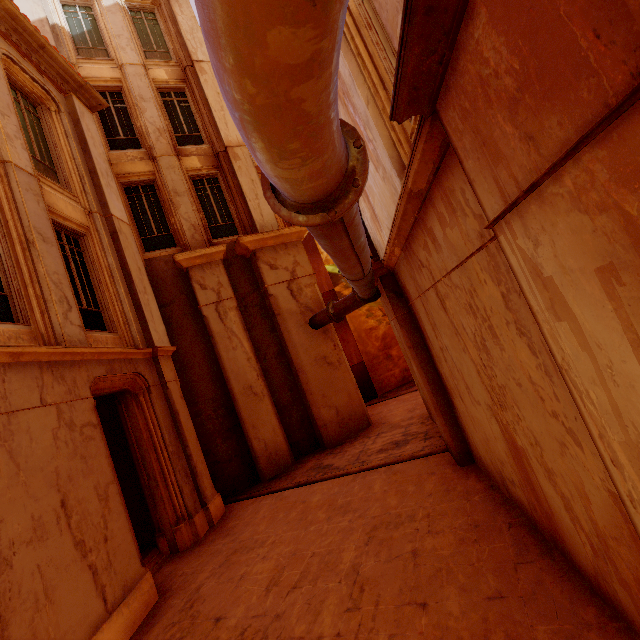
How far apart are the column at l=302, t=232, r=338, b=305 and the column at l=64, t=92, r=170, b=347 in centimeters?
838cm

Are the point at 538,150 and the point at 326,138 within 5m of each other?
yes

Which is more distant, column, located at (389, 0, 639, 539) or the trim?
the trim

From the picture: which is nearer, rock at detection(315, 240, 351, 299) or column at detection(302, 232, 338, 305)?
column at detection(302, 232, 338, 305)

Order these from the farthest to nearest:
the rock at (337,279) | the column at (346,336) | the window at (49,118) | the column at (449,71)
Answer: the rock at (337,279)
the column at (346,336)
the window at (49,118)
the column at (449,71)

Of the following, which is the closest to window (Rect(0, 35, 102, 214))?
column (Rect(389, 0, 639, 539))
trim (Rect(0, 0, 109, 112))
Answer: trim (Rect(0, 0, 109, 112))

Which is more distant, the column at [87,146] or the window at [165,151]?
the window at [165,151]
